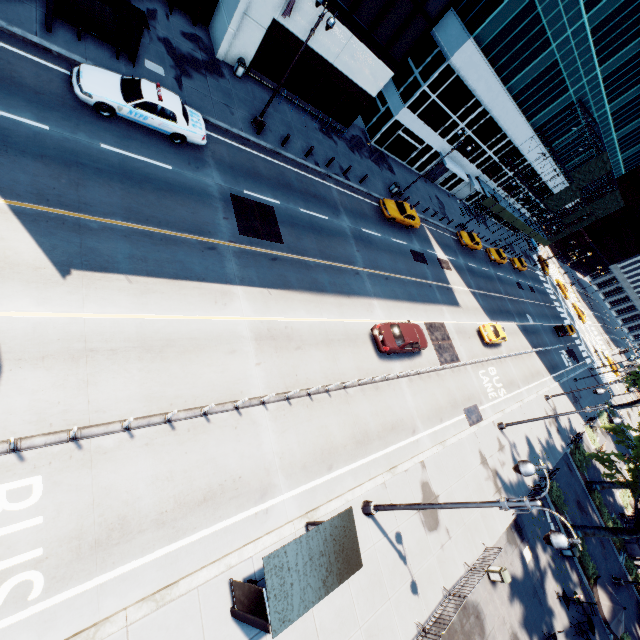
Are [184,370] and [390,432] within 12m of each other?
yes

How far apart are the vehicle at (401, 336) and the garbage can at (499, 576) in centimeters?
1207cm

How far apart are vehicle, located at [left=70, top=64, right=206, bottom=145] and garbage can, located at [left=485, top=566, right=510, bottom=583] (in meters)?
26.56

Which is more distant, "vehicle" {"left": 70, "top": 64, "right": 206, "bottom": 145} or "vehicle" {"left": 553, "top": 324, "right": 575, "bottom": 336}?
"vehicle" {"left": 553, "top": 324, "right": 575, "bottom": 336}

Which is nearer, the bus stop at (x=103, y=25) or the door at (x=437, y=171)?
the bus stop at (x=103, y=25)

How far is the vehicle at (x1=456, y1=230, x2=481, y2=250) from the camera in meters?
38.0

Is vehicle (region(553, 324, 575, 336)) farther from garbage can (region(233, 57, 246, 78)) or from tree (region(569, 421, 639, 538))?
garbage can (region(233, 57, 246, 78))

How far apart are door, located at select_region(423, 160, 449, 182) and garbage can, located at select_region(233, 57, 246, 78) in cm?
2587
